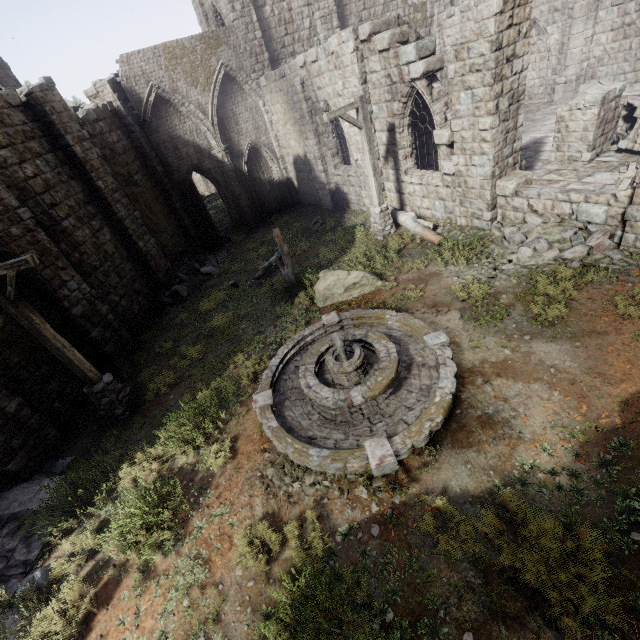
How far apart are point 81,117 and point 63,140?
2.3m

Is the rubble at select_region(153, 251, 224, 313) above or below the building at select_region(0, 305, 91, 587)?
below

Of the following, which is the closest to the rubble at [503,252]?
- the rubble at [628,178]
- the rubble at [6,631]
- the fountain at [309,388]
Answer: the rubble at [628,178]

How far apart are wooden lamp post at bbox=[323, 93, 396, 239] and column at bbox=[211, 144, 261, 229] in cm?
1022

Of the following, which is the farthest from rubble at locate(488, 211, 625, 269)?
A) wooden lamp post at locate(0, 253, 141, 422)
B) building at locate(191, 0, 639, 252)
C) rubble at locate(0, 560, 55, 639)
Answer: rubble at locate(0, 560, 55, 639)

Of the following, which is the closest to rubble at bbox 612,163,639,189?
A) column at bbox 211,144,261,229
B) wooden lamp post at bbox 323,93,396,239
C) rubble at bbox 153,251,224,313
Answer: wooden lamp post at bbox 323,93,396,239

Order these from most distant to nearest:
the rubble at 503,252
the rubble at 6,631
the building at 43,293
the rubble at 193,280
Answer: the rubble at 193,280 → the building at 43,293 → the rubble at 503,252 → the rubble at 6,631

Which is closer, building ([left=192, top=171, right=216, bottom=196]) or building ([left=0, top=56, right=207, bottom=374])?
building ([left=0, top=56, right=207, bottom=374])
